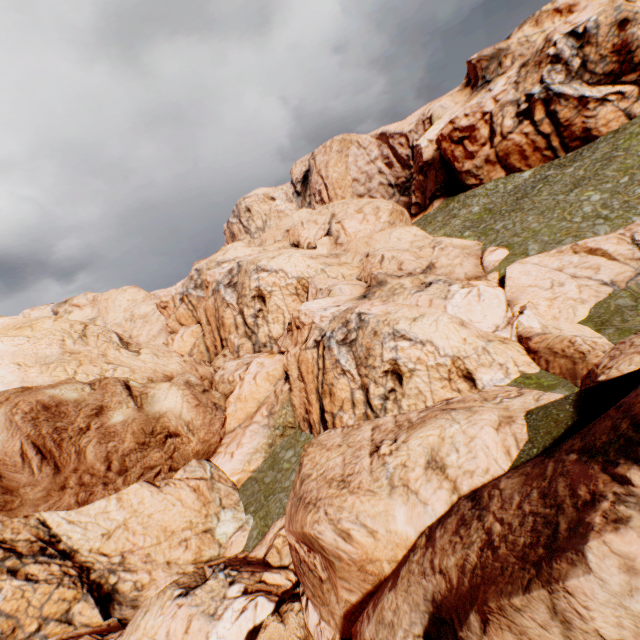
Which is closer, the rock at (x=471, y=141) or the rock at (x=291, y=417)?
the rock at (x=291, y=417)

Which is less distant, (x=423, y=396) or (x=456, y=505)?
(x=456, y=505)

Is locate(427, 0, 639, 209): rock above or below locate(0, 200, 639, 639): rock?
above

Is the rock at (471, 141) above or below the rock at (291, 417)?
above

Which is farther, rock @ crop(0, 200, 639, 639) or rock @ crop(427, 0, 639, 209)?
rock @ crop(427, 0, 639, 209)
